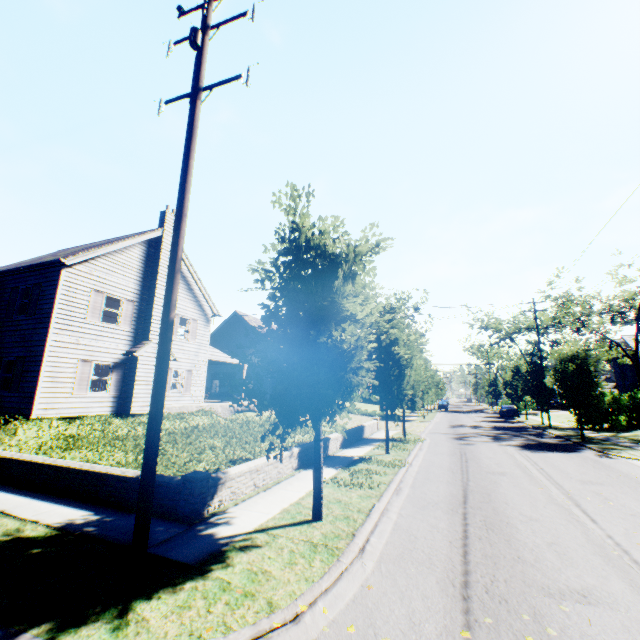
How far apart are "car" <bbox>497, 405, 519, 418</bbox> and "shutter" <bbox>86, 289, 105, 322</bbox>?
42.6m

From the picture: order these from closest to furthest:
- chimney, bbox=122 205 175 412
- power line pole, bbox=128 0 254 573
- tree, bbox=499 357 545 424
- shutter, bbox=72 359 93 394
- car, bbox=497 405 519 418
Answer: power line pole, bbox=128 0 254 573, shutter, bbox=72 359 93 394, chimney, bbox=122 205 175 412, tree, bbox=499 357 545 424, car, bbox=497 405 519 418

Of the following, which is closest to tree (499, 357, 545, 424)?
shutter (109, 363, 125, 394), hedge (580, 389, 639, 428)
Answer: hedge (580, 389, 639, 428)

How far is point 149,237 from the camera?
18.81m

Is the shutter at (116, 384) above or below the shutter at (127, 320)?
below

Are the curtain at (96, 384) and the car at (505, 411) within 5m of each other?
no

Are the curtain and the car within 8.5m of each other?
no

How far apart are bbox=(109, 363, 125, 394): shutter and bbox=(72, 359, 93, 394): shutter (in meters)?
1.01
